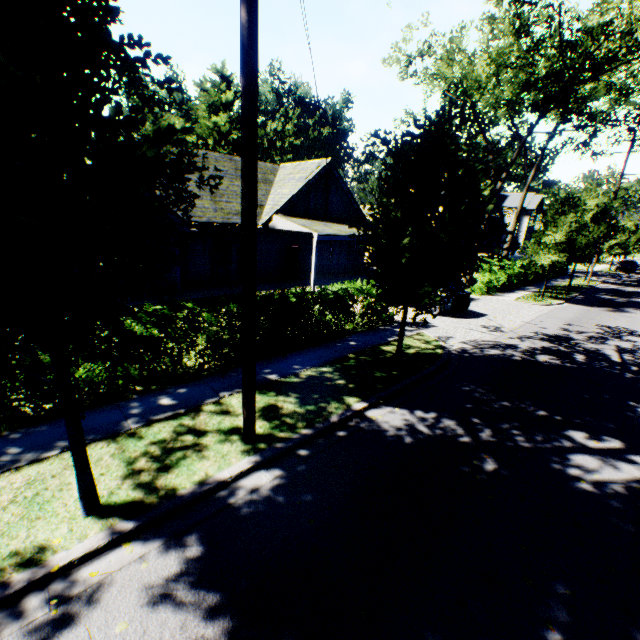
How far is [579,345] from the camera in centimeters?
1233cm

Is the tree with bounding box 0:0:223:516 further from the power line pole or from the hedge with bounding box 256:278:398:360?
the hedge with bounding box 256:278:398:360

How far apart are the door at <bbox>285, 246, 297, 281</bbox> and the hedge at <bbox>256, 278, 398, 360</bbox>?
10.42m

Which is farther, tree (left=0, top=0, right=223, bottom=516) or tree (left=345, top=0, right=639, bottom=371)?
tree (left=345, top=0, right=639, bottom=371)

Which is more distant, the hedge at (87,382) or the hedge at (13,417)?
the hedge at (87,382)

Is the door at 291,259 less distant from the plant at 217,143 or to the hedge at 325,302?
the hedge at 325,302

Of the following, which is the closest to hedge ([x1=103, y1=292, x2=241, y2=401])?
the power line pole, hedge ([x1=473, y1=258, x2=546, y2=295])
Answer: the power line pole

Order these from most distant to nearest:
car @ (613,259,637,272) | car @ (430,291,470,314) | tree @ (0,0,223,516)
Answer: car @ (613,259,637,272), car @ (430,291,470,314), tree @ (0,0,223,516)
